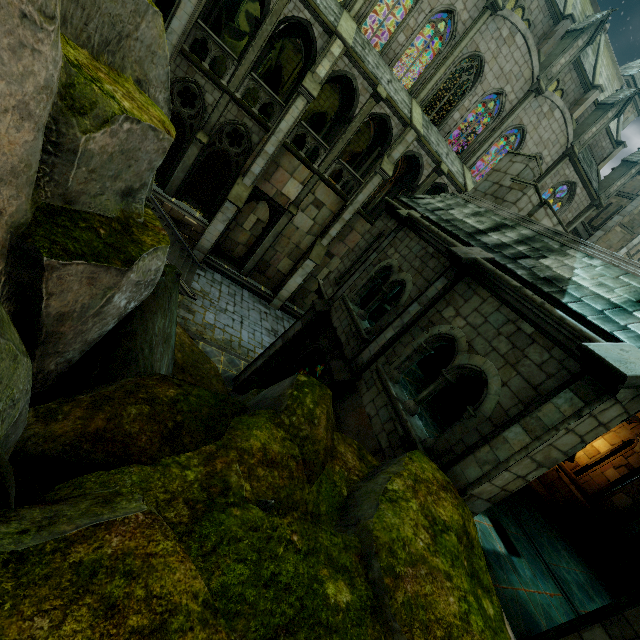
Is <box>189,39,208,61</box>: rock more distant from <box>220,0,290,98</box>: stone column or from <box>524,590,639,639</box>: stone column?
<box>524,590,639,639</box>: stone column

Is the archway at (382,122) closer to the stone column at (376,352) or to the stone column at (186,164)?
the stone column at (186,164)

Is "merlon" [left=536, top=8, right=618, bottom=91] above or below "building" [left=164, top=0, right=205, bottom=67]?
above

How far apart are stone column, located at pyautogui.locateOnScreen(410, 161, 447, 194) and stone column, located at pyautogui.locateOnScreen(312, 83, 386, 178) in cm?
514

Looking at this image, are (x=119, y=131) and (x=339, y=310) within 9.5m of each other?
yes

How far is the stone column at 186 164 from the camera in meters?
16.6

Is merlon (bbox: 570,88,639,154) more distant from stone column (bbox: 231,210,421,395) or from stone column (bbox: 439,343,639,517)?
stone column (bbox: 439,343,639,517)

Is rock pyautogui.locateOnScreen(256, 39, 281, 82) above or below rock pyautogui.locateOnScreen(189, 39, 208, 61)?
above
